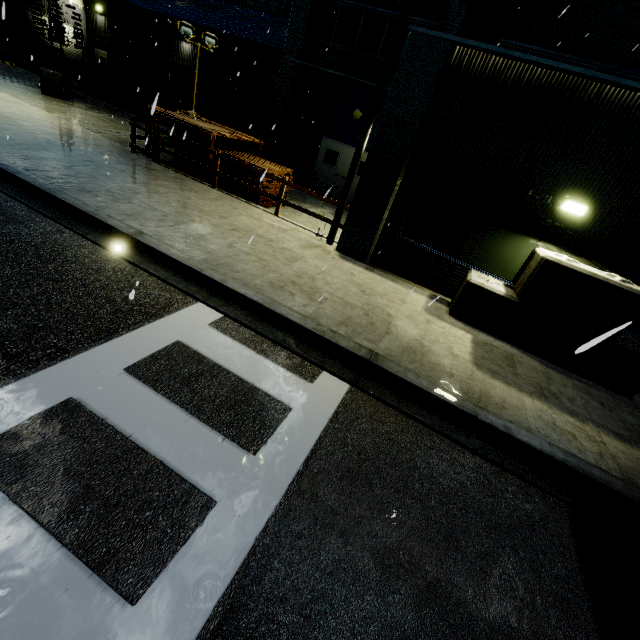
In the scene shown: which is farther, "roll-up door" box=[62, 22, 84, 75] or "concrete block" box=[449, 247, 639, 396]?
"roll-up door" box=[62, 22, 84, 75]

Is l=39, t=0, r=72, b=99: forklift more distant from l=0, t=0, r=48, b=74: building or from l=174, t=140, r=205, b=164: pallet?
l=174, t=140, r=205, b=164: pallet

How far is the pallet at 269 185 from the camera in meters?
10.4

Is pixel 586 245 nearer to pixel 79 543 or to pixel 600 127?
pixel 600 127

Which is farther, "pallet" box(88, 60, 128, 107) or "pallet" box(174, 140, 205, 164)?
"pallet" box(88, 60, 128, 107)

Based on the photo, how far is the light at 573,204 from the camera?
6.61m

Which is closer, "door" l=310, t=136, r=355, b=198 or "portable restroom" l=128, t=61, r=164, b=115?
"door" l=310, t=136, r=355, b=198

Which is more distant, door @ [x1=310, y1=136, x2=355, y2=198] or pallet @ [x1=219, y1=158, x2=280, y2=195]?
door @ [x1=310, y1=136, x2=355, y2=198]
